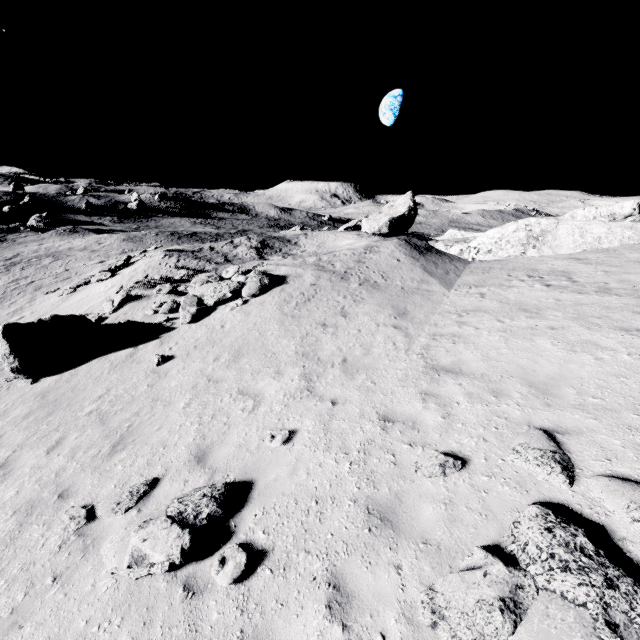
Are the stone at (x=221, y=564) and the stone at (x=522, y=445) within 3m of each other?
no

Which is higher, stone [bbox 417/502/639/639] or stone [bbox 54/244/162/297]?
stone [bbox 417/502/639/639]

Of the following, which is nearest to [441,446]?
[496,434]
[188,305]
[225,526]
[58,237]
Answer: [496,434]

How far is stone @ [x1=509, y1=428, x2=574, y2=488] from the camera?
4.4m

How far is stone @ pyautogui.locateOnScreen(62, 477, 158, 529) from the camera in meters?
5.8 m

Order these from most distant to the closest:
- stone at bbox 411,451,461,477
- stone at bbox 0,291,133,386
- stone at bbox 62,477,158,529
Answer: stone at bbox 0,291,133,386 < stone at bbox 62,477,158,529 < stone at bbox 411,451,461,477

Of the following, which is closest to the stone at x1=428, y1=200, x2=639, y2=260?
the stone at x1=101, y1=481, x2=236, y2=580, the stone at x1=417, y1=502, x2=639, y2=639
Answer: the stone at x1=417, y1=502, x2=639, y2=639

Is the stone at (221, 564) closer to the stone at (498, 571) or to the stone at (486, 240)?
the stone at (498, 571)
